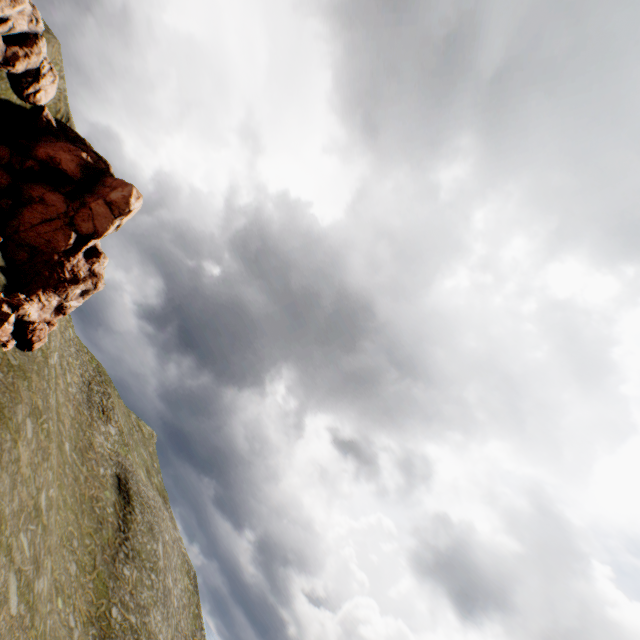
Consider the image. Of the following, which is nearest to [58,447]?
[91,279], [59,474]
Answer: [59,474]
